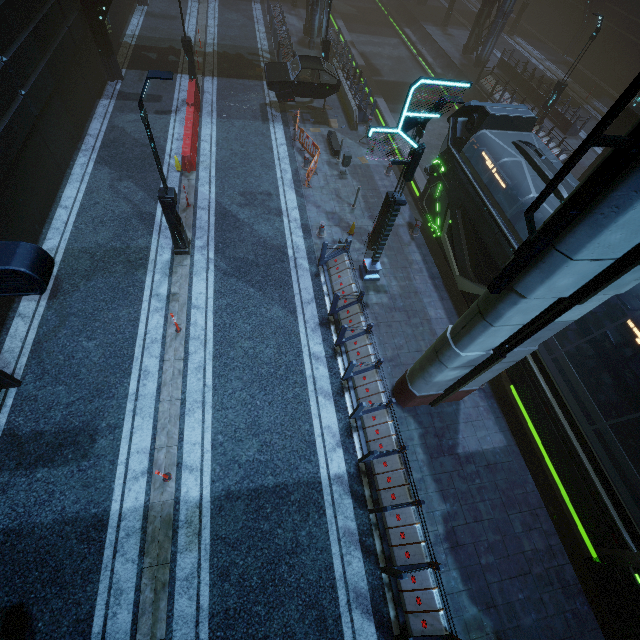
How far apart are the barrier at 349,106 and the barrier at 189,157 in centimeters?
820cm

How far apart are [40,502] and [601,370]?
15.01m

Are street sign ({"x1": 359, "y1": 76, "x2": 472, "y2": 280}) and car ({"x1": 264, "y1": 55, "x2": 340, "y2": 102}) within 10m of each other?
no

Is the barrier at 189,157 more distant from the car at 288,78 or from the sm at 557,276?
the sm at 557,276

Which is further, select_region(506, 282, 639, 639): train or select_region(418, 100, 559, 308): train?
select_region(418, 100, 559, 308): train

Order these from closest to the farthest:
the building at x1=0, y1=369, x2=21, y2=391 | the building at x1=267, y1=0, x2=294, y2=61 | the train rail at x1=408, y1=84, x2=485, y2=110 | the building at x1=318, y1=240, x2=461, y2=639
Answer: the building at x1=318, y1=240, x2=461, y2=639
the building at x1=0, y1=369, x2=21, y2=391
the building at x1=267, y1=0, x2=294, y2=61
the train rail at x1=408, y1=84, x2=485, y2=110

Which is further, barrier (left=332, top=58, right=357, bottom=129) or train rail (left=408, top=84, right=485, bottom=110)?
train rail (left=408, top=84, right=485, bottom=110)

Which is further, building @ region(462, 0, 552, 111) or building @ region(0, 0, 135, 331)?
building @ region(462, 0, 552, 111)
